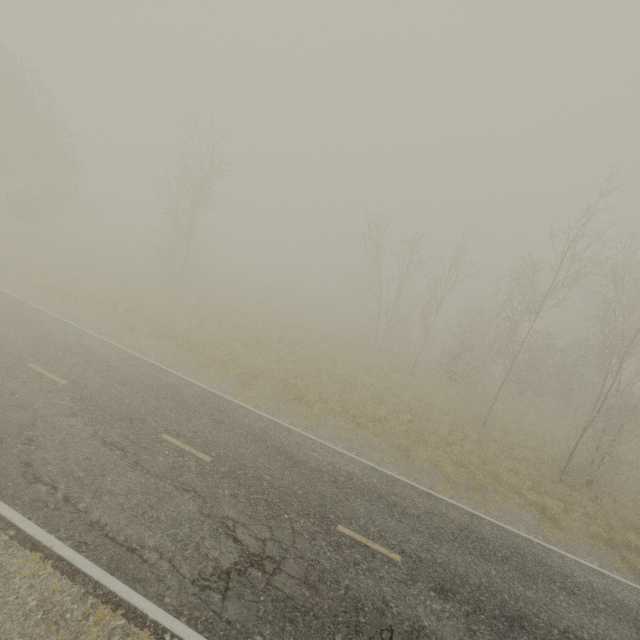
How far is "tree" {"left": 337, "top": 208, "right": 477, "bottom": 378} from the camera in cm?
2289

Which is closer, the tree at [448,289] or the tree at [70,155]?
the tree at [448,289]

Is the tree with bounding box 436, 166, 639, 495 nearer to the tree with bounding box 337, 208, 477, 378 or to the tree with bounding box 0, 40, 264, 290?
the tree with bounding box 337, 208, 477, 378

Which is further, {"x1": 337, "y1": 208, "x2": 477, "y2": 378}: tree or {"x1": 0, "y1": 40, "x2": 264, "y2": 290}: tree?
{"x1": 0, "y1": 40, "x2": 264, "y2": 290}: tree

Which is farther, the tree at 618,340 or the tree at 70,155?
the tree at 70,155

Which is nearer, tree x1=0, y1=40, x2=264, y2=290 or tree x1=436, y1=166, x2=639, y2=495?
tree x1=436, y1=166, x2=639, y2=495

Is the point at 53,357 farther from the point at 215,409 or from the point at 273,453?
the point at 273,453

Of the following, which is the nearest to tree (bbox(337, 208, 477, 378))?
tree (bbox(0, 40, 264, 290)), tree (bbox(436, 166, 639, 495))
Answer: tree (bbox(0, 40, 264, 290))
